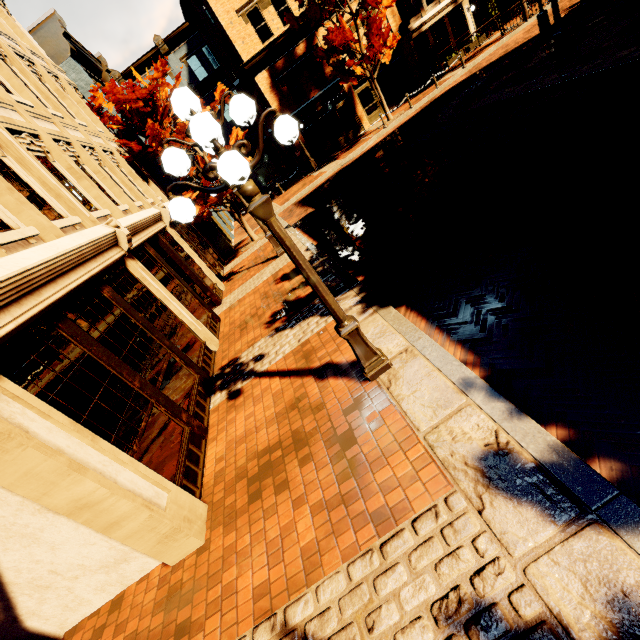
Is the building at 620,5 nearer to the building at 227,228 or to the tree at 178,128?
the tree at 178,128

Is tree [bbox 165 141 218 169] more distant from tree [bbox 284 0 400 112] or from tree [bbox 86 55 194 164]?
tree [bbox 284 0 400 112]

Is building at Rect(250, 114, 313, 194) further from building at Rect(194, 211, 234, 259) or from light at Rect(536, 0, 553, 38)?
light at Rect(536, 0, 553, 38)

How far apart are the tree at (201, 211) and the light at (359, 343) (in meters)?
11.95

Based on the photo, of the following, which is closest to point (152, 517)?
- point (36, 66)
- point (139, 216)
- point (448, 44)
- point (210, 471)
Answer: point (210, 471)

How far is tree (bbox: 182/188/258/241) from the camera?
13.9m

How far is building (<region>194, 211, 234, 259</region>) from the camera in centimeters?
1678cm

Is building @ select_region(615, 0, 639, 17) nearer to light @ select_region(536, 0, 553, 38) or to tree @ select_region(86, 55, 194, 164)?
tree @ select_region(86, 55, 194, 164)
